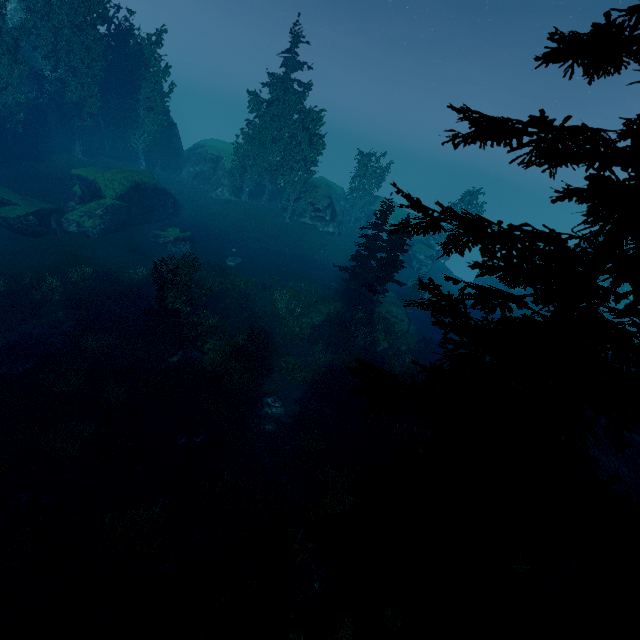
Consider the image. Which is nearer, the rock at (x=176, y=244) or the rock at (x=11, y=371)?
the rock at (x=11, y=371)

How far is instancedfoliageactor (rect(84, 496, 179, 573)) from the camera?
11.88m

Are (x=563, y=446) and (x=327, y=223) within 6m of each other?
no

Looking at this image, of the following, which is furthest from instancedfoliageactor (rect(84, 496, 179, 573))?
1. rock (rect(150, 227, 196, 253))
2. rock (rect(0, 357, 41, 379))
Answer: rock (rect(150, 227, 196, 253))

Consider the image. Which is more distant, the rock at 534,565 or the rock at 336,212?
the rock at 336,212

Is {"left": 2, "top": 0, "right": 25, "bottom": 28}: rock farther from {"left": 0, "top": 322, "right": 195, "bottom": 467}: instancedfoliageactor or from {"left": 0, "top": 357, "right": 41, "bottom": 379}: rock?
{"left": 0, "top": 357, "right": 41, "bottom": 379}: rock

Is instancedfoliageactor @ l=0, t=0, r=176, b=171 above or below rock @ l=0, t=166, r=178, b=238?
above
